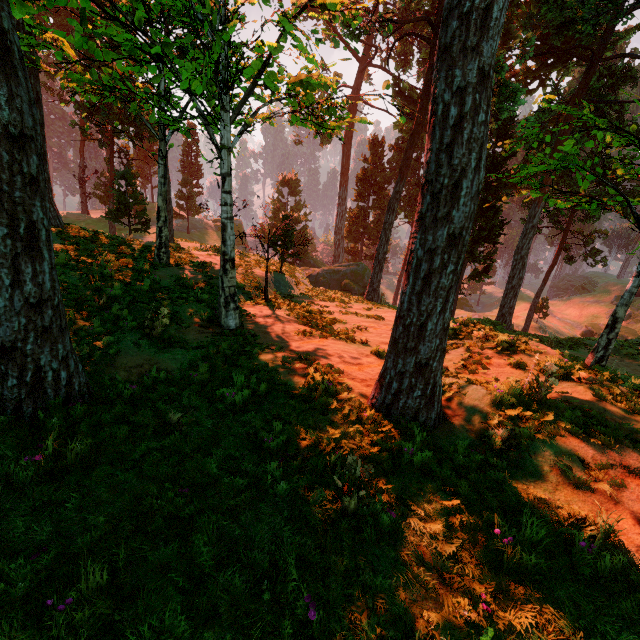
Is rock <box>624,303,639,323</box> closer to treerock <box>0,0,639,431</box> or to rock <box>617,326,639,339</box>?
rock <box>617,326,639,339</box>

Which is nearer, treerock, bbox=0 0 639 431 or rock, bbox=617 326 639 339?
treerock, bbox=0 0 639 431

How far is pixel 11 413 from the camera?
4.8 meters

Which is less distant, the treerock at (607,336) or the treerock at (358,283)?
Answer: the treerock at (358,283)

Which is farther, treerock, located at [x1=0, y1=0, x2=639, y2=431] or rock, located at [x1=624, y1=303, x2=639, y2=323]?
rock, located at [x1=624, y1=303, x2=639, y2=323]

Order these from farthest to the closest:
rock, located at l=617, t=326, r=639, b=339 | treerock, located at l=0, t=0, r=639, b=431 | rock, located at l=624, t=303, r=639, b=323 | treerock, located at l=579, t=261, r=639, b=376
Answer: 1. rock, located at l=624, t=303, r=639, b=323
2. rock, located at l=617, t=326, r=639, b=339
3. treerock, located at l=579, t=261, r=639, b=376
4. treerock, located at l=0, t=0, r=639, b=431

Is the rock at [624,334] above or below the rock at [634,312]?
below
